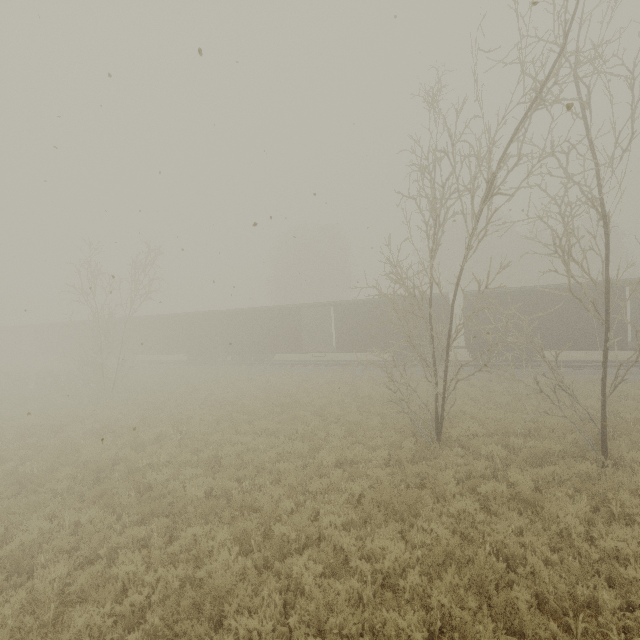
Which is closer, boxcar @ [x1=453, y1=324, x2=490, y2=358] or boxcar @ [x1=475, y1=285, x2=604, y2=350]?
boxcar @ [x1=475, y1=285, x2=604, y2=350]

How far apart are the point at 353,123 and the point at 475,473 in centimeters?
1333cm

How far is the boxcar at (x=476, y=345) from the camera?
20.0 meters

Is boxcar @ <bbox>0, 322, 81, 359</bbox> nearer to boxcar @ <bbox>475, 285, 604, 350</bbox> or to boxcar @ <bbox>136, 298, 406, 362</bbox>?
boxcar @ <bbox>136, 298, 406, 362</bbox>

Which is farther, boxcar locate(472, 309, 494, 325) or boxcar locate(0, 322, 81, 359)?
boxcar locate(0, 322, 81, 359)

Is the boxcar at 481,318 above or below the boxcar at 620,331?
above
